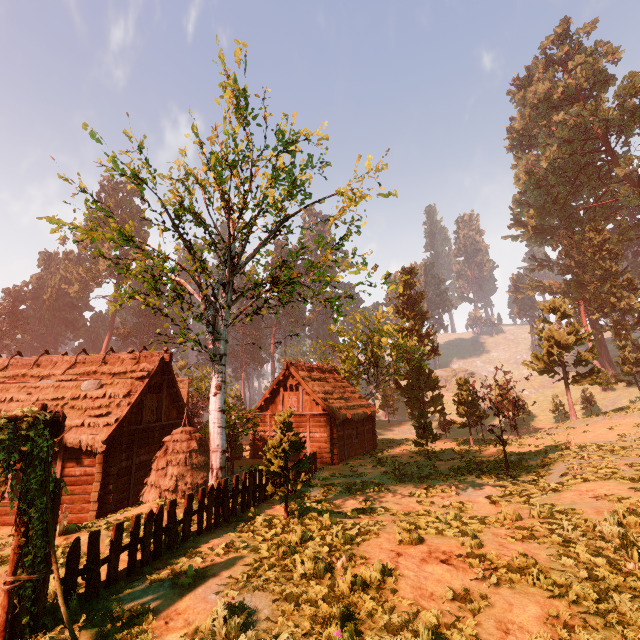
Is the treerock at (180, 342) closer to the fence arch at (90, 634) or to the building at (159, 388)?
the building at (159, 388)

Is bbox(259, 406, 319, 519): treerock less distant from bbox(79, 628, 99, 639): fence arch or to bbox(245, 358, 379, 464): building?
bbox(245, 358, 379, 464): building

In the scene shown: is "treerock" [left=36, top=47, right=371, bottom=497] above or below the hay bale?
above

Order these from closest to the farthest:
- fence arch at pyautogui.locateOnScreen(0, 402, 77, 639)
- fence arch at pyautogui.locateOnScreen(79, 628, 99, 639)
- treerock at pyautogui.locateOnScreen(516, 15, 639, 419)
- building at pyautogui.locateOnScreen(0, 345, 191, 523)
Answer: fence arch at pyautogui.locateOnScreen(79, 628, 99, 639), fence arch at pyautogui.locateOnScreen(0, 402, 77, 639), building at pyautogui.locateOnScreen(0, 345, 191, 523), treerock at pyautogui.locateOnScreen(516, 15, 639, 419)

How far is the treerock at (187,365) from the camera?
11.0m

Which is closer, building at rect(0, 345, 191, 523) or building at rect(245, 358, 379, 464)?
building at rect(0, 345, 191, 523)

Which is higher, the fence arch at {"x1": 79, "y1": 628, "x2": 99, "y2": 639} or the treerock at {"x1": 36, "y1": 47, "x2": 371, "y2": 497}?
the treerock at {"x1": 36, "y1": 47, "x2": 371, "y2": 497}

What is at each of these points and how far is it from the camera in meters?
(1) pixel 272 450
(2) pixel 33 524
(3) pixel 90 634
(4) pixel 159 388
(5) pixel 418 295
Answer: (1) treerock, 11.1
(2) fence arch, 5.6
(3) fence arch, 4.8
(4) building, 19.8
(5) treerock, 44.9
